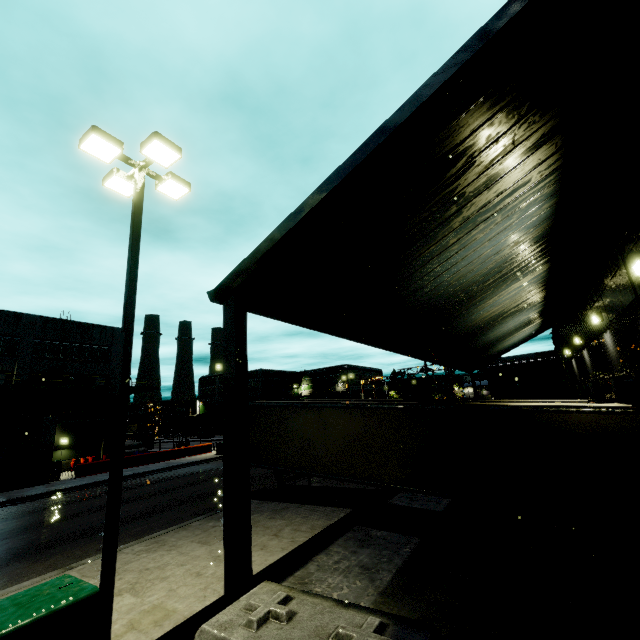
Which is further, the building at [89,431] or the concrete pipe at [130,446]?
the concrete pipe at [130,446]

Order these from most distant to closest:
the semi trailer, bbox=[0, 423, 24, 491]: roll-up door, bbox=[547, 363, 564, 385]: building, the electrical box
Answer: bbox=[547, 363, 564, 385]: building → bbox=[0, 423, 24, 491]: roll-up door → the semi trailer → the electrical box

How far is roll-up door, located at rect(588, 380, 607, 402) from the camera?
12.1 meters

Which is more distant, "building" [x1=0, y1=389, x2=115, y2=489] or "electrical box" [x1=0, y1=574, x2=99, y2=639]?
"building" [x1=0, y1=389, x2=115, y2=489]

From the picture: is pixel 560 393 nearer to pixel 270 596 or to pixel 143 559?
pixel 143 559

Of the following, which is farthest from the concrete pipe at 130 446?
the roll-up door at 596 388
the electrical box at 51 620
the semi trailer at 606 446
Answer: the roll-up door at 596 388

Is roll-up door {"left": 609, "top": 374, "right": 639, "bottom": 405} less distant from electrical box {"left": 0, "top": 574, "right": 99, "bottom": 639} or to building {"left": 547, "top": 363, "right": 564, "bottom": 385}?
building {"left": 547, "top": 363, "right": 564, "bottom": 385}

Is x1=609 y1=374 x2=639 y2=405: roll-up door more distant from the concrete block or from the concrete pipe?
the concrete pipe
